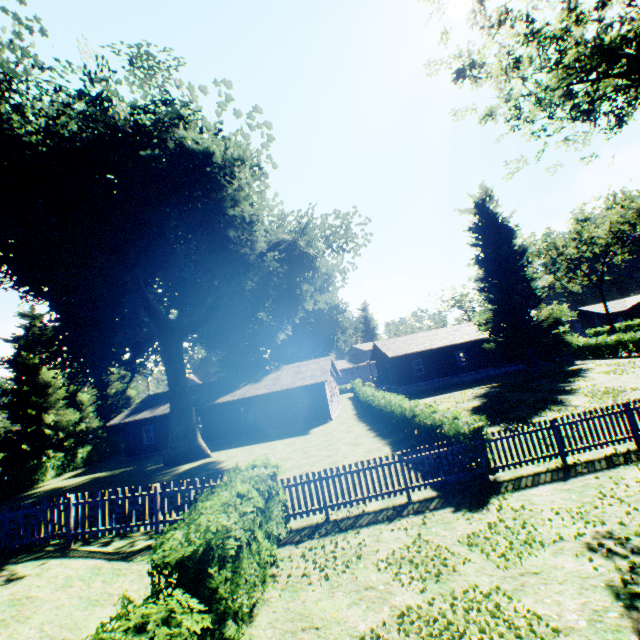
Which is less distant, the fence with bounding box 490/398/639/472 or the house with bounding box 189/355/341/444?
the fence with bounding box 490/398/639/472

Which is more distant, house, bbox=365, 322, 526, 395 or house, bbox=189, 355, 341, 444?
house, bbox=365, 322, 526, 395

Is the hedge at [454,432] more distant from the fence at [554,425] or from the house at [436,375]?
the house at [436,375]

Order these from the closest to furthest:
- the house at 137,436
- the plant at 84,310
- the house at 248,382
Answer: the plant at 84,310 < the house at 248,382 < the house at 137,436

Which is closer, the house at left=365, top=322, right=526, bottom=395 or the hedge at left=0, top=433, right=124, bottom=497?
Answer: the hedge at left=0, top=433, right=124, bottom=497

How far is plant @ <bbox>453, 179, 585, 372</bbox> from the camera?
30.48m

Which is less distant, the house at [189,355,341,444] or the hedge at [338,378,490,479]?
the hedge at [338,378,490,479]

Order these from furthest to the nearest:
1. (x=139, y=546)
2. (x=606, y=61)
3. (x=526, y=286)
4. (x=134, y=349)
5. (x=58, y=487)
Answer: (x=526, y=286) < (x=134, y=349) < (x=58, y=487) < (x=606, y=61) < (x=139, y=546)
